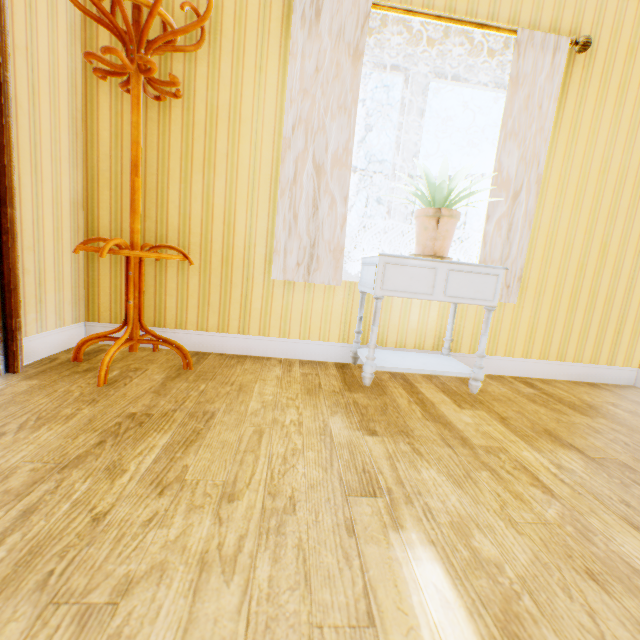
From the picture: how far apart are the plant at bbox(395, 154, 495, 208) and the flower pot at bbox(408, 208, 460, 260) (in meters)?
0.05

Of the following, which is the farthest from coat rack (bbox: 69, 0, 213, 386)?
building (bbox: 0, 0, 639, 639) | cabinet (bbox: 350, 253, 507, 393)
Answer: cabinet (bbox: 350, 253, 507, 393)

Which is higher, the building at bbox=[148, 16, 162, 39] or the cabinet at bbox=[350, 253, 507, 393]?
the building at bbox=[148, 16, 162, 39]

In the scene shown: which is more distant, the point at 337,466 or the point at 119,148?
the point at 119,148

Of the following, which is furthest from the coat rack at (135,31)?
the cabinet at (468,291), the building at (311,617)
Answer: the cabinet at (468,291)

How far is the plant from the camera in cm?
184

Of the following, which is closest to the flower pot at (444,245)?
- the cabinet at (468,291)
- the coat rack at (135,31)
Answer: the cabinet at (468,291)

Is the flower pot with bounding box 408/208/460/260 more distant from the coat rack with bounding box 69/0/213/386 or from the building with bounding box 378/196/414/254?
the coat rack with bounding box 69/0/213/386
